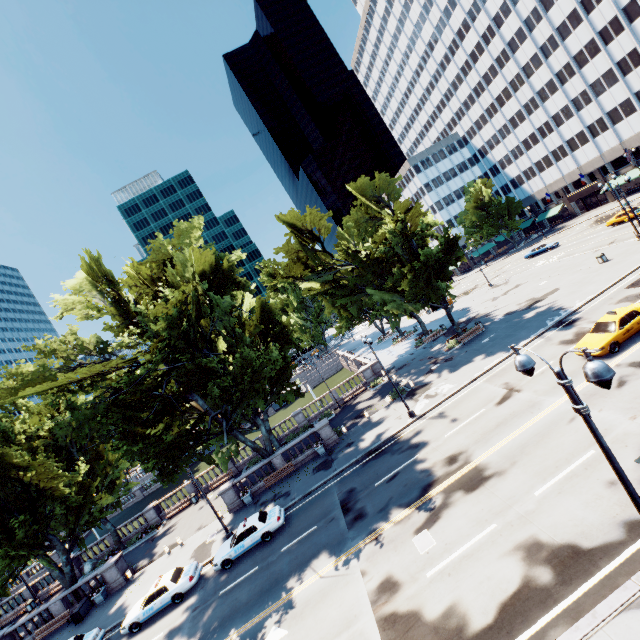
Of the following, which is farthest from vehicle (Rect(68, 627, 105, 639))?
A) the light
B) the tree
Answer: the light

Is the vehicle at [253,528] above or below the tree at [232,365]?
below

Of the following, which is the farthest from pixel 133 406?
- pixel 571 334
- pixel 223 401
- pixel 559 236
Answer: pixel 559 236

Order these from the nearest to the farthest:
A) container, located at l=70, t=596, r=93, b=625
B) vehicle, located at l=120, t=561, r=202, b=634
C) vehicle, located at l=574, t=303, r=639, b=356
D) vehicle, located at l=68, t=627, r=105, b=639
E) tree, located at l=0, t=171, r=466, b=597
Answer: vehicle, located at l=574, t=303, r=639, b=356 → vehicle, located at l=120, t=561, r=202, b=634 → vehicle, located at l=68, t=627, r=105, b=639 → tree, located at l=0, t=171, r=466, b=597 → container, located at l=70, t=596, r=93, b=625

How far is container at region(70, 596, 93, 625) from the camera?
24.94m

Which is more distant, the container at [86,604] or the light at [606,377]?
the container at [86,604]

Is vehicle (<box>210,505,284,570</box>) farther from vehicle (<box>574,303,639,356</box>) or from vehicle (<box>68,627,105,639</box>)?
vehicle (<box>574,303,639,356</box>)

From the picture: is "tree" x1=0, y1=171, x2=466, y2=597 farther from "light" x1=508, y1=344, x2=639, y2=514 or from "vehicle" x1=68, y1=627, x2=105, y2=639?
"vehicle" x1=68, y1=627, x2=105, y2=639
